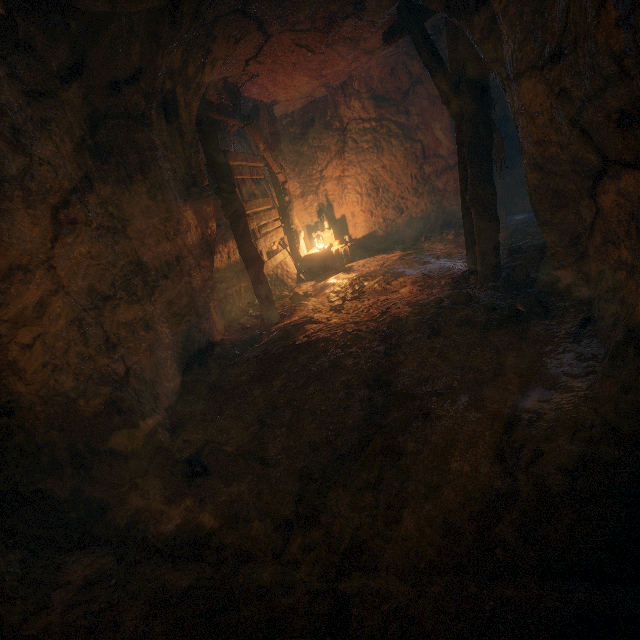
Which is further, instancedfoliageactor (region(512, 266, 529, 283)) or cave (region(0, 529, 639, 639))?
instancedfoliageactor (region(512, 266, 529, 283))

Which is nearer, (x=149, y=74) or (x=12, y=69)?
(x=12, y=69)

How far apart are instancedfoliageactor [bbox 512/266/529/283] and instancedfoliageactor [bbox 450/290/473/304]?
0.9 meters

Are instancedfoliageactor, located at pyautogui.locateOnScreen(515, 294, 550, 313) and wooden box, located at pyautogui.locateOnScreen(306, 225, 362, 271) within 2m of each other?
no

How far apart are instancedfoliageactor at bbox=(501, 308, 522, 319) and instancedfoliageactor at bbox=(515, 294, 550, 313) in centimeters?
18cm

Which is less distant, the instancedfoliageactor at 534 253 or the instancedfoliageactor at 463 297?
the instancedfoliageactor at 463 297

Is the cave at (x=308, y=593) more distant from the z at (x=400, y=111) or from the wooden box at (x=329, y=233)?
the wooden box at (x=329, y=233)

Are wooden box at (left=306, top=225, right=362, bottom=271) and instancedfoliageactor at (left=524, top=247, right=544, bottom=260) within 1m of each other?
no
